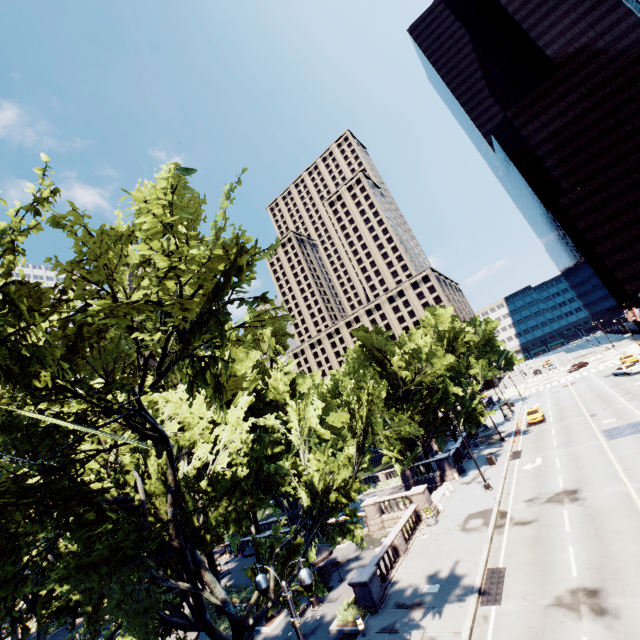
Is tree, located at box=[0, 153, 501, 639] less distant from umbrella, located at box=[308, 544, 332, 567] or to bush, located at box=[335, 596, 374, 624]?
umbrella, located at box=[308, 544, 332, 567]

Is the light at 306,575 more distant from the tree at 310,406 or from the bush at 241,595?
the bush at 241,595

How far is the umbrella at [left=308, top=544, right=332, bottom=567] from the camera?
22.3 meters

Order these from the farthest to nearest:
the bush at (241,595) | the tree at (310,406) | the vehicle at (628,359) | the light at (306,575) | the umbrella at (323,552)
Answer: the vehicle at (628,359)
the bush at (241,595)
the umbrella at (323,552)
the light at (306,575)
the tree at (310,406)

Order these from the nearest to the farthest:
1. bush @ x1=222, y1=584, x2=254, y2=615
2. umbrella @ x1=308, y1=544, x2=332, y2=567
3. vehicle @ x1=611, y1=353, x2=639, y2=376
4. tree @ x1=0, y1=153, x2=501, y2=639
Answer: tree @ x1=0, y1=153, x2=501, y2=639
umbrella @ x1=308, y1=544, x2=332, y2=567
bush @ x1=222, y1=584, x2=254, y2=615
vehicle @ x1=611, y1=353, x2=639, y2=376

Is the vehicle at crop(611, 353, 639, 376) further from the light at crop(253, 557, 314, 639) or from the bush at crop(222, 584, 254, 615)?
the light at crop(253, 557, 314, 639)

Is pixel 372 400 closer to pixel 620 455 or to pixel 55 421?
pixel 55 421

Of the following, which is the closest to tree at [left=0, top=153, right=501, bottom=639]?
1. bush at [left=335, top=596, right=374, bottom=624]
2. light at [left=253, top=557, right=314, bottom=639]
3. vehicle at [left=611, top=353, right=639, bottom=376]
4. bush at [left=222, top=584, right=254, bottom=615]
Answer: bush at [left=222, top=584, right=254, bottom=615]
